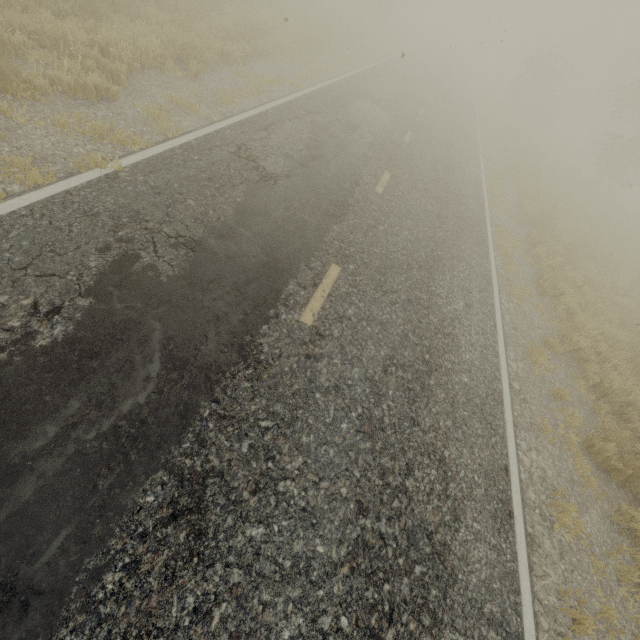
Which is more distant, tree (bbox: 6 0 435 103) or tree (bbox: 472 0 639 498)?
tree (bbox: 472 0 639 498)

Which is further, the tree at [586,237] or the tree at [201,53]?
the tree at [586,237]

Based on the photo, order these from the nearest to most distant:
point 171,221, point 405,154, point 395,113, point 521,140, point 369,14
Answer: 1. point 171,221
2. point 405,154
3. point 395,113
4. point 521,140
5. point 369,14
